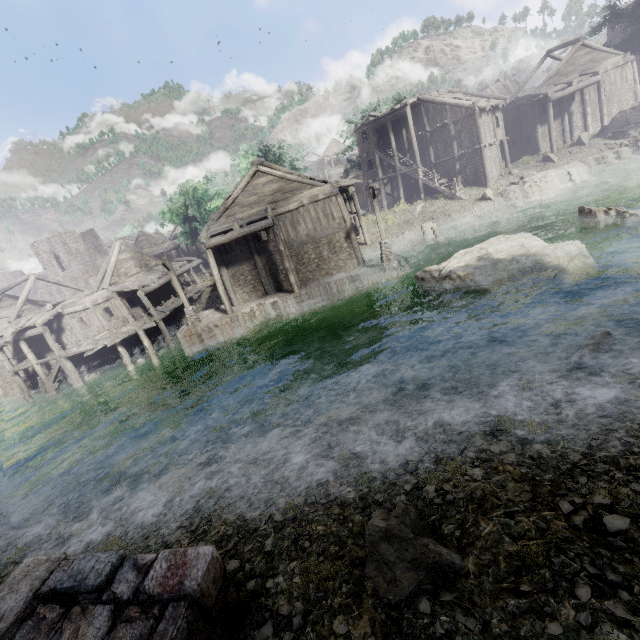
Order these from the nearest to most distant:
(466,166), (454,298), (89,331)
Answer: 1. (454,298)
2. (89,331)
3. (466,166)

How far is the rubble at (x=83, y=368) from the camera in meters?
25.4 m

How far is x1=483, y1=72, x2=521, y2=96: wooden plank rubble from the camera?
40.34m

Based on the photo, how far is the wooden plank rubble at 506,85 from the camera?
40.3 meters

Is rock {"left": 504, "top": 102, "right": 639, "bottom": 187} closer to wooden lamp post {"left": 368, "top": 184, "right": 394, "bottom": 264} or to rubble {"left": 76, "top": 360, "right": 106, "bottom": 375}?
wooden lamp post {"left": 368, "top": 184, "right": 394, "bottom": 264}

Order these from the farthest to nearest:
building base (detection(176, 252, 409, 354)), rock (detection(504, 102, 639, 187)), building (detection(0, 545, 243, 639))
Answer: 1. rock (detection(504, 102, 639, 187))
2. building base (detection(176, 252, 409, 354))
3. building (detection(0, 545, 243, 639))

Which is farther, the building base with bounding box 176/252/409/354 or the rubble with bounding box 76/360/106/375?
the rubble with bounding box 76/360/106/375
